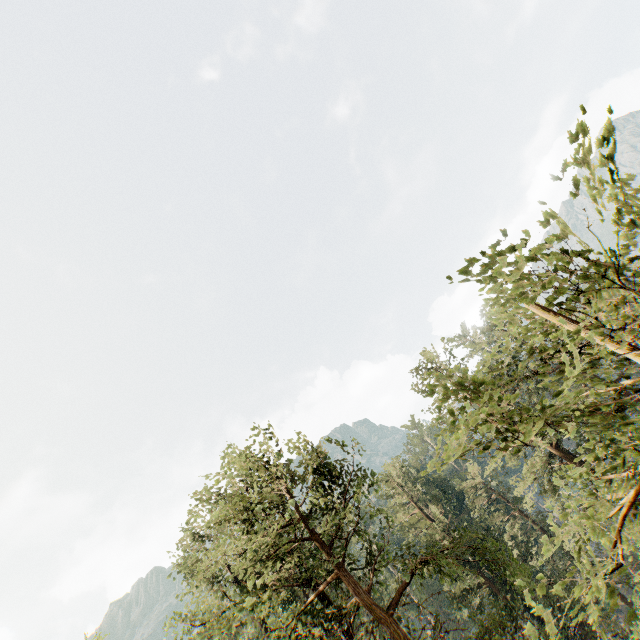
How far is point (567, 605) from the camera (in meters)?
2.84
